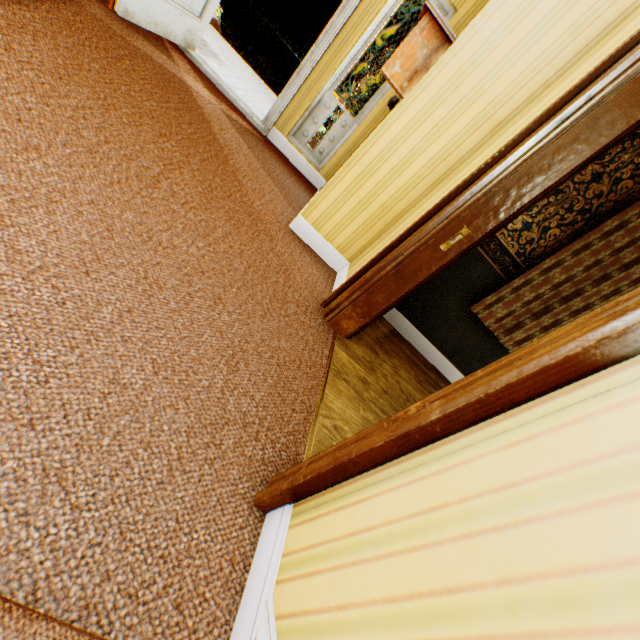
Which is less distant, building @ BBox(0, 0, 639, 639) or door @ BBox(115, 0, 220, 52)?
building @ BBox(0, 0, 639, 639)

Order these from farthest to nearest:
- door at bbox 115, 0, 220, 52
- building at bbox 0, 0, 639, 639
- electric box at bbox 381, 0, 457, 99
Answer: door at bbox 115, 0, 220, 52 → electric box at bbox 381, 0, 457, 99 → building at bbox 0, 0, 639, 639

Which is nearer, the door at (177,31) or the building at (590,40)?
the building at (590,40)

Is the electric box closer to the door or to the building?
the building

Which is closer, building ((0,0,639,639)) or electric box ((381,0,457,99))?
building ((0,0,639,639))

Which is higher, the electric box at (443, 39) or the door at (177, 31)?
the electric box at (443, 39)

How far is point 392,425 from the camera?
1.0 meters

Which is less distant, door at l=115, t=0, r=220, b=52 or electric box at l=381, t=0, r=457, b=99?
electric box at l=381, t=0, r=457, b=99
